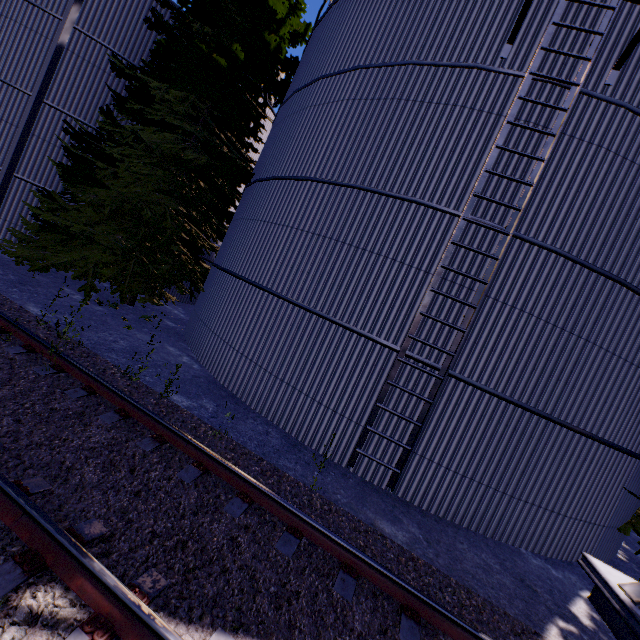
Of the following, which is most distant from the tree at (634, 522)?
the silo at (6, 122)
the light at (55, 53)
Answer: the silo at (6, 122)

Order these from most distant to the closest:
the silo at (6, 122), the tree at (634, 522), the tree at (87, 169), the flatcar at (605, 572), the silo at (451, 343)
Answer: the silo at (6, 122) → the tree at (87, 169) → the tree at (634, 522) → the silo at (451, 343) → the flatcar at (605, 572)

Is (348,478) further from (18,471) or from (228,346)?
(18,471)

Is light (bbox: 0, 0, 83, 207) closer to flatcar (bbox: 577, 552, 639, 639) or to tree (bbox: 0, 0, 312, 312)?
tree (bbox: 0, 0, 312, 312)

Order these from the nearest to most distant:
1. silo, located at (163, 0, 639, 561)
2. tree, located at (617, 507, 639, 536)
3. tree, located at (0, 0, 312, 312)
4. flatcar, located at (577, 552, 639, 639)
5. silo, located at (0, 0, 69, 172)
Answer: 1. flatcar, located at (577, 552, 639, 639)
2. silo, located at (163, 0, 639, 561)
3. tree, located at (617, 507, 639, 536)
4. tree, located at (0, 0, 312, 312)
5. silo, located at (0, 0, 69, 172)

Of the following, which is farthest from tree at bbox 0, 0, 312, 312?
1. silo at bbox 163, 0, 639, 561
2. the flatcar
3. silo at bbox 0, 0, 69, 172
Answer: the flatcar

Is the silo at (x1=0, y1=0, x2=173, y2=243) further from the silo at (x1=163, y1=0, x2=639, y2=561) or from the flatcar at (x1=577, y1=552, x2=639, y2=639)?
the flatcar at (x1=577, y1=552, x2=639, y2=639)
